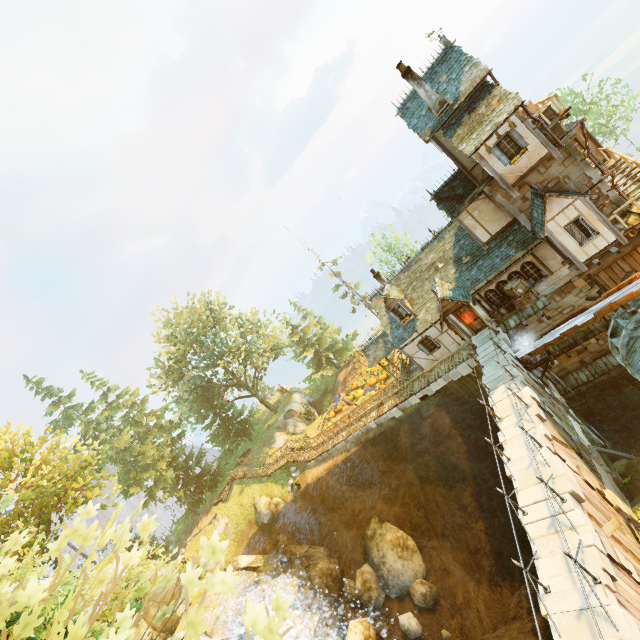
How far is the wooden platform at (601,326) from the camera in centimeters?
1842cm

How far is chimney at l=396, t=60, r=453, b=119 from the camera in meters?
17.2 m

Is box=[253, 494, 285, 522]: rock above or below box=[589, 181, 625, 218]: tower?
below

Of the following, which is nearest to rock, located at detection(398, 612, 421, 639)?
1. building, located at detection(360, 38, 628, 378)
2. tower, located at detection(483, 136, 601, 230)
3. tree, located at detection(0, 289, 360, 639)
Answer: tree, located at detection(0, 289, 360, 639)

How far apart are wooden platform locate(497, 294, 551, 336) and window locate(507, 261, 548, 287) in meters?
0.8 m

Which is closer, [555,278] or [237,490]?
[555,278]

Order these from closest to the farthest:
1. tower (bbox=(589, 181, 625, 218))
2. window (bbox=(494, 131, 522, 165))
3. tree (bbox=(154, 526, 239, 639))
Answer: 1. tree (bbox=(154, 526, 239, 639))
2. window (bbox=(494, 131, 522, 165))
3. tower (bbox=(589, 181, 625, 218))

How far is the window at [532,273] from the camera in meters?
18.8
